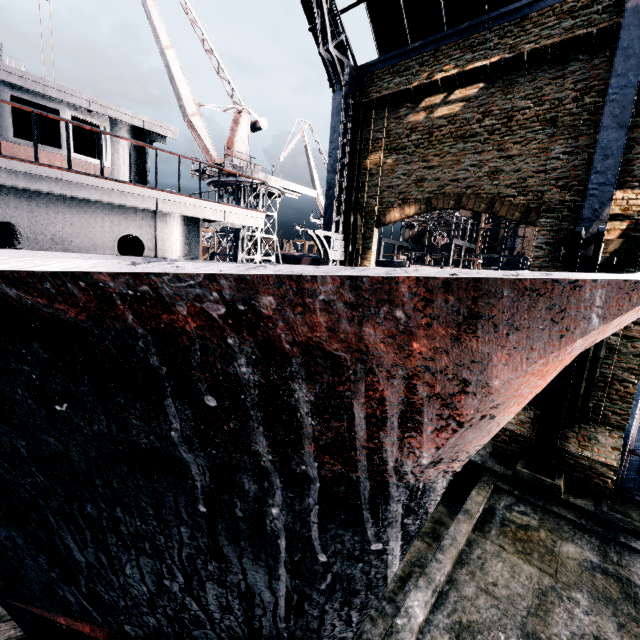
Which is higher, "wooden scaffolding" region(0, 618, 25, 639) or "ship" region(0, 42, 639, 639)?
→ "ship" region(0, 42, 639, 639)

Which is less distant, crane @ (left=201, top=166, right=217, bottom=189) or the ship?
the ship

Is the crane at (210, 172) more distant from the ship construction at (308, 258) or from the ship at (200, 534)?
the ship at (200, 534)

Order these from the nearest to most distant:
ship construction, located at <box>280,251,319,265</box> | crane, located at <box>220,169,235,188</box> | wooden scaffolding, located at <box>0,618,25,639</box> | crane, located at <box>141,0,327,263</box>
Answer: wooden scaffolding, located at <box>0,618,25,639</box>
crane, located at <box>141,0,327,263</box>
crane, located at <box>220,169,235,188</box>
ship construction, located at <box>280,251,319,265</box>

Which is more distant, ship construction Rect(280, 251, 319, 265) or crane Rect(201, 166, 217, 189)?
ship construction Rect(280, 251, 319, 265)

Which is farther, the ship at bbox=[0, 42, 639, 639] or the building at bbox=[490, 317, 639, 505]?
the building at bbox=[490, 317, 639, 505]

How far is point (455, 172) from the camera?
15.4m

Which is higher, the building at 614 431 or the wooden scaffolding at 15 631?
the building at 614 431
